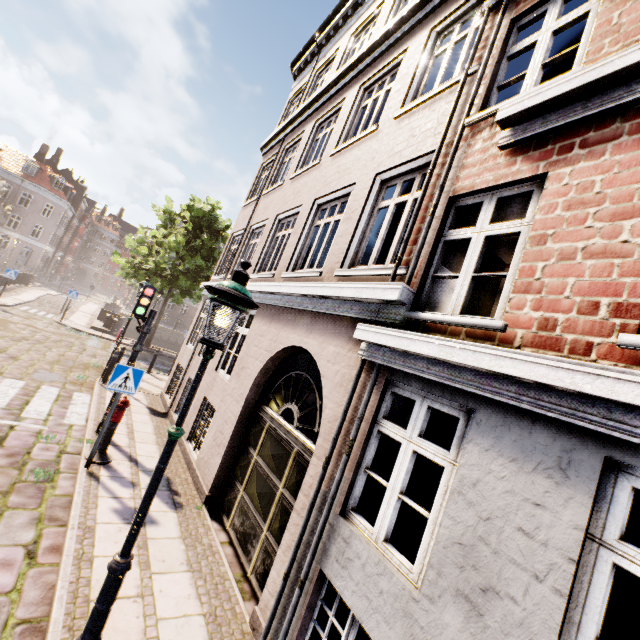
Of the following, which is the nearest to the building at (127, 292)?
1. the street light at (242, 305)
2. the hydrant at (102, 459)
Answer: the hydrant at (102, 459)

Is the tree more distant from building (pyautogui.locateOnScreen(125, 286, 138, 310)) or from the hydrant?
the hydrant

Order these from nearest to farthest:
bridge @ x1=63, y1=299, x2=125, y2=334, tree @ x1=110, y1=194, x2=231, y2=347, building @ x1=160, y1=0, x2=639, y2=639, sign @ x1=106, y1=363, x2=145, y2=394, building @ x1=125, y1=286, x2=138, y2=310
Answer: building @ x1=160, y1=0, x2=639, y2=639, sign @ x1=106, y1=363, x2=145, y2=394, tree @ x1=110, y1=194, x2=231, y2=347, bridge @ x1=63, y1=299, x2=125, y2=334, building @ x1=125, y1=286, x2=138, y2=310

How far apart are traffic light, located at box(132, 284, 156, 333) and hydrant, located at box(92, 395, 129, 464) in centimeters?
164cm

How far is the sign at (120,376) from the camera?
5.77m

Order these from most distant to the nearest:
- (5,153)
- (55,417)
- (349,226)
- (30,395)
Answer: (5,153) → (30,395) → (55,417) → (349,226)

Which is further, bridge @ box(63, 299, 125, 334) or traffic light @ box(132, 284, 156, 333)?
bridge @ box(63, 299, 125, 334)

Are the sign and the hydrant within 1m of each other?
yes
